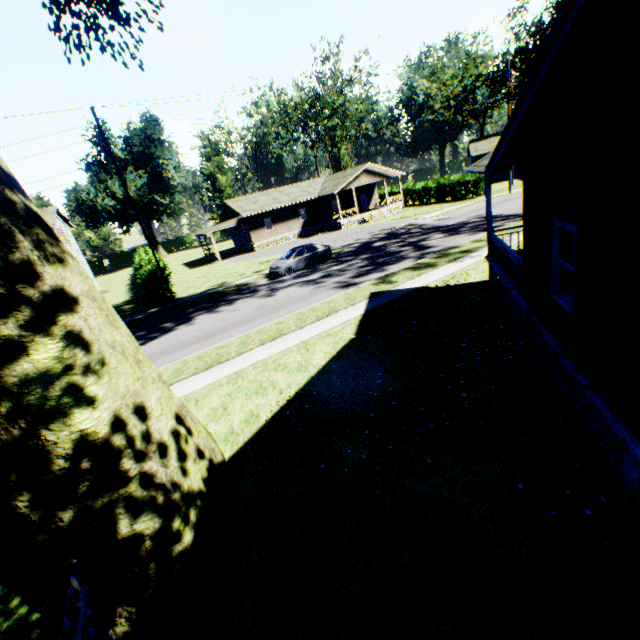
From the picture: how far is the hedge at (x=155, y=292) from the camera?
22.9 meters

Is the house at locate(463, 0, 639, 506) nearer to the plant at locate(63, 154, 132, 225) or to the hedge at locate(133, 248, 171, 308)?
the hedge at locate(133, 248, 171, 308)

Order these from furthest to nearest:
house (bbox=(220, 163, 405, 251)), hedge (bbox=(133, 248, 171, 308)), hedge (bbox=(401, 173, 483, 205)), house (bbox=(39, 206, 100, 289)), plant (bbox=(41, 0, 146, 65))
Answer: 1. house (bbox=(220, 163, 405, 251))
2. hedge (bbox=(401, 173, 483, 205))
3. house (bbox=(39, 206, 100, 289))
4. hedge (bbox=(133, 248, 171, 308))
5. plant (bbox=(41, 0, 146, 65))

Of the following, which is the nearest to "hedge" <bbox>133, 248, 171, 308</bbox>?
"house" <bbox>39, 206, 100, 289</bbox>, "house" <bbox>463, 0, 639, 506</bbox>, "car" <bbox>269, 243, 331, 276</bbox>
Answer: "house" <bbox>39, 206, 100, 289</bbox>

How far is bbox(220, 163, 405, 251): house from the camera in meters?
39.3

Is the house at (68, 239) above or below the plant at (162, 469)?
above

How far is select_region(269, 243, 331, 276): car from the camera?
22.9 meters

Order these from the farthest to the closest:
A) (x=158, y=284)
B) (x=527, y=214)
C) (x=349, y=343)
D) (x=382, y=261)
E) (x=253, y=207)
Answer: (x=253, y=207) < (x=158, y=284) < (x=382, y=261) < (x=349, y=343) < (x=527, y=214)
